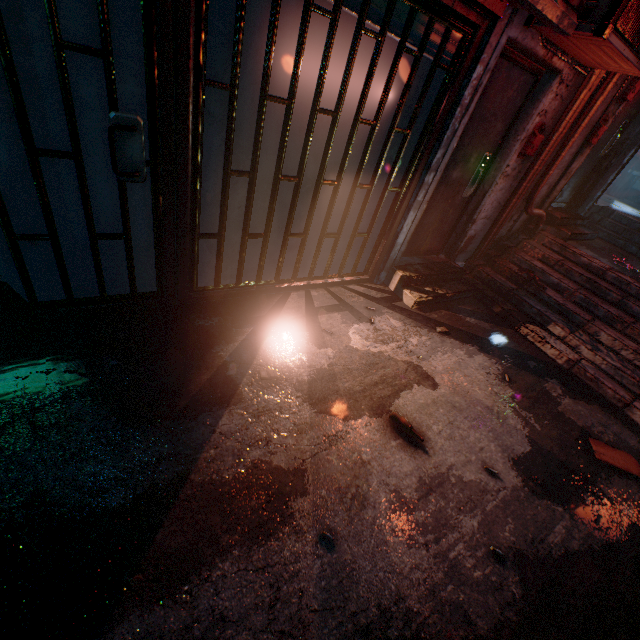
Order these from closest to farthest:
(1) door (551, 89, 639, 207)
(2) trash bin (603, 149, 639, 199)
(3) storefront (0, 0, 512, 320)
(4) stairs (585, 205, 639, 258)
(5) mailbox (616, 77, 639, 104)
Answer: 1. (3) storefront (0, 0, 512, 320)
2. (5) mailbox (616, 77, 639, 104)
3. (1) door (551, 89, 639, 207)
4. (4) stairs (585, 205, 639, 258)
5. (2) trash bin (603, 149, 639, 199)

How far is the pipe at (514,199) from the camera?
3.3m

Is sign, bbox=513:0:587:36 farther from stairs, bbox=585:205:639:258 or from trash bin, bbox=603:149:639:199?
trash bin, bbox=603:149:639:199

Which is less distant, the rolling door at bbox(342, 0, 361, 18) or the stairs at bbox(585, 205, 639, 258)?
the rolling door at bbox(342, 0, 361, 18)

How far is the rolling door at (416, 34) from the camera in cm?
223

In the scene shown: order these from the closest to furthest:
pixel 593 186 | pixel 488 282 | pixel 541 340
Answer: pixel 541 340 → pixel 488 282 → pixel 593 186

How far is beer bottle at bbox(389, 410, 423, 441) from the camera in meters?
2.3 m

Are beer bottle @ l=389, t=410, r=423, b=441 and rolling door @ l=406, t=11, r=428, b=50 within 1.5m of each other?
no
